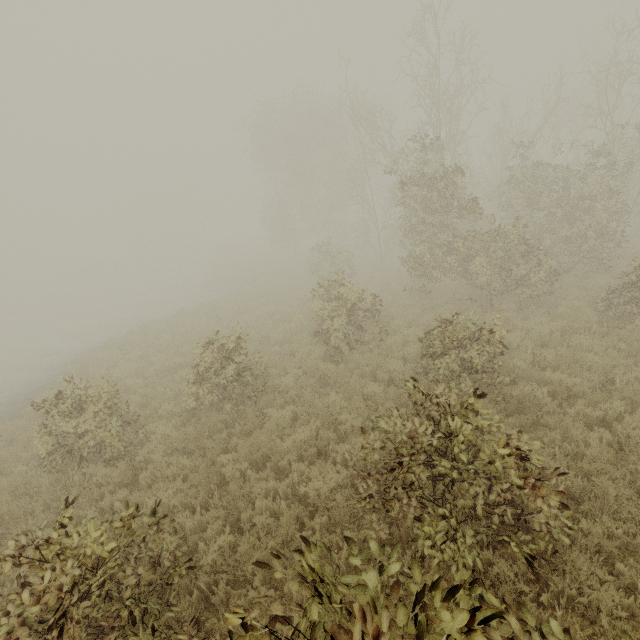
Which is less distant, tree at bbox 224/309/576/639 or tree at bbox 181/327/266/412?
tree at bbox 224/309/576/639

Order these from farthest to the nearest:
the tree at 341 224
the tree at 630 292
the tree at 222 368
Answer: the tree at 341 224, the tree at 630 292, the tree at 222 368

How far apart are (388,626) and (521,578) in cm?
367

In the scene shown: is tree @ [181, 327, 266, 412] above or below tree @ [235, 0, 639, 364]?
below

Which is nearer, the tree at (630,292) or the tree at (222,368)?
the tree at (222,368)

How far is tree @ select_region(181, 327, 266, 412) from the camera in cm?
797
